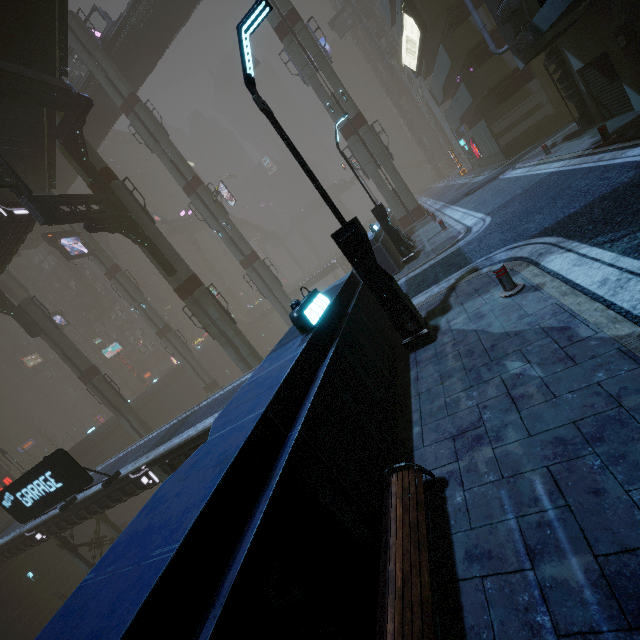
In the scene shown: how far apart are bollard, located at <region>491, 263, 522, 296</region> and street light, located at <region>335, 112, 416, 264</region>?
8.6m

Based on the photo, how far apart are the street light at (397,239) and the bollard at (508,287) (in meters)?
8.62

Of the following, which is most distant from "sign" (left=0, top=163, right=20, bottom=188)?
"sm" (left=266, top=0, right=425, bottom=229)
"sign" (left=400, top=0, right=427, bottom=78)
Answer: "sm" (left=266, top=0, right=425, bottom=229)

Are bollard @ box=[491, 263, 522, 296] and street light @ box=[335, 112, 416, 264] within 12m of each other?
yes

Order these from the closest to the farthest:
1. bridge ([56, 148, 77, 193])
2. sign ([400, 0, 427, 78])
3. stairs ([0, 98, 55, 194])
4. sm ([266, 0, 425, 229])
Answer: stairs ([0, 98, 55, 194])
sign ([400, 0, 427, 78])
sm ([266, 0, 425, 229])
bridge ([56, 148, 77, 193])

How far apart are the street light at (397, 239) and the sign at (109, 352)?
58.1 meters

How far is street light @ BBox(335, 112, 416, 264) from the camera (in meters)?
14.00

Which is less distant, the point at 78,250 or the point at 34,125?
the point at 34,125
